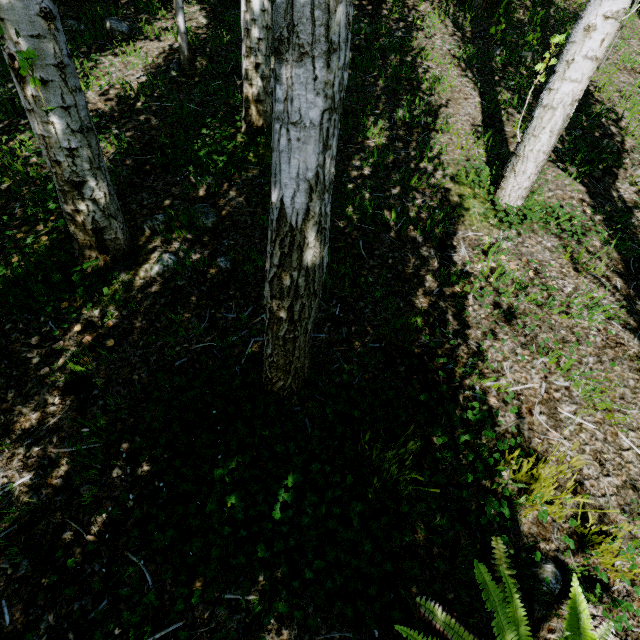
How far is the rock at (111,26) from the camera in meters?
3.9

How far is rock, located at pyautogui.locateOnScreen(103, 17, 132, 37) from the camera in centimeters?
388cm

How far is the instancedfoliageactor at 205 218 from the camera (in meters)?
2.54

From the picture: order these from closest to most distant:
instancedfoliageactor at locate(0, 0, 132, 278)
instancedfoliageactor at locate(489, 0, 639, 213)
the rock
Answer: instancedfoliageactor at locate(0, 0, 132, 278)
instancedfoliageactor at locate(489, 0, 639, 213)
the rock

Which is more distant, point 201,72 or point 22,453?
point 201,72

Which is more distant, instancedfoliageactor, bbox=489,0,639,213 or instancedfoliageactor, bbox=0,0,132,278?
instancedfoliageactor, bbox=489,0,639,213

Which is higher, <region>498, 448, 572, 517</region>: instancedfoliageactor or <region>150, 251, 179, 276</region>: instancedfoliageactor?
<region>150, 251, 179, 276</region>: instancedfoliageactor
